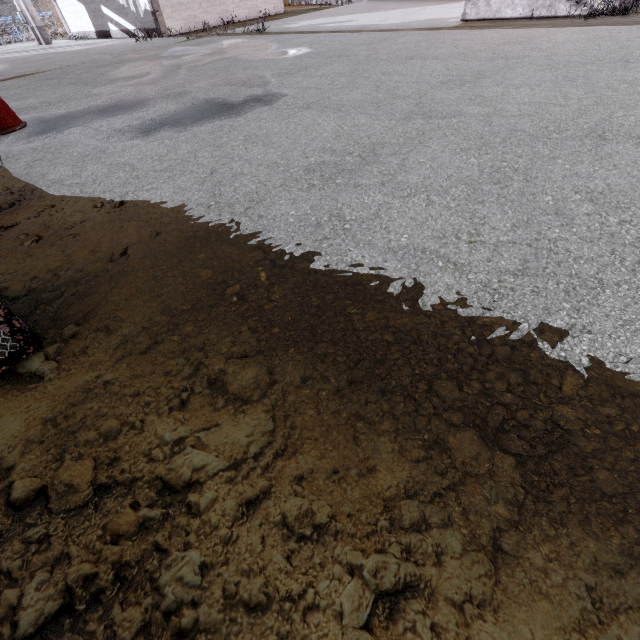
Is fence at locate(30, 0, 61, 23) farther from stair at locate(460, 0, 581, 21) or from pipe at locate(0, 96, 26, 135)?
pipe at locate(0, 96, 26, 135)

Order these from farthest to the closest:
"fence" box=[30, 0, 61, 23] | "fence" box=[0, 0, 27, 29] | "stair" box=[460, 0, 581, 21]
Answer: "fence" box=[30, 0, 61, 23], "fence" box=[0, 0, 27, 29], "stair" box=[460, 0, 581, 21]

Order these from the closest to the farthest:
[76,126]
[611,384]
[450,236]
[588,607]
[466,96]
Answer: [588,607] < [611,384] < [450,236] < [466,96] < [76,126]

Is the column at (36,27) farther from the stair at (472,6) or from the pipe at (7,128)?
the stair at (472,6)

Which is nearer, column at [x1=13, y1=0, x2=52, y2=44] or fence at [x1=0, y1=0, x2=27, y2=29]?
column at [x1=13, y1=0, x2=52, y2=44]

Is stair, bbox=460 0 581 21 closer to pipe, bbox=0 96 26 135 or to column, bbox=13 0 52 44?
pipe, bbox=0 96 26 135

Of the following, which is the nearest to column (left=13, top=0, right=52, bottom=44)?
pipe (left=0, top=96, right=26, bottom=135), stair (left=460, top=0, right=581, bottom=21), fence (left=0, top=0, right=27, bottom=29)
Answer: fence (left=0, top=0, right=27, bottom=29)

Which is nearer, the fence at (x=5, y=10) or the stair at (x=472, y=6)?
the stair at (x=472, y=6)
